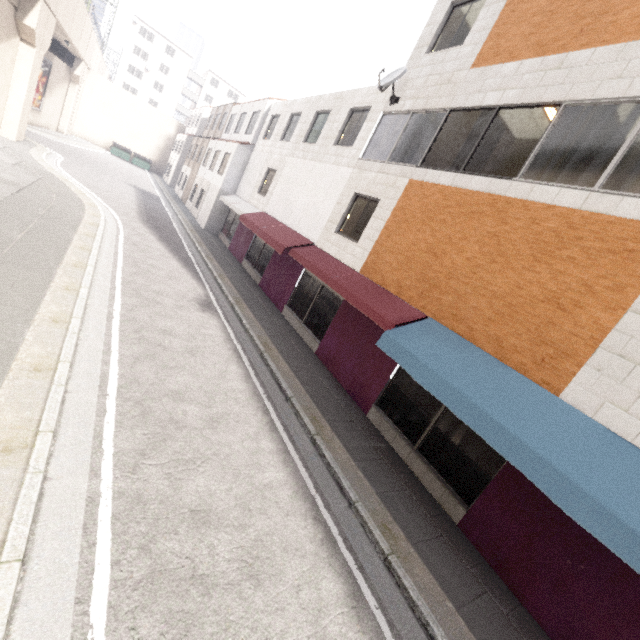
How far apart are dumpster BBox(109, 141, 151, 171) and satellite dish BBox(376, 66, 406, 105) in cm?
3924

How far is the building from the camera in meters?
53.2

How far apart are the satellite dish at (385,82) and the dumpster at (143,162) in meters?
39.2 m

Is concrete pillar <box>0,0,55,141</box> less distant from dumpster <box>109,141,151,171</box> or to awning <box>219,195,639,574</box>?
awning <box>219,195,639,574</box>

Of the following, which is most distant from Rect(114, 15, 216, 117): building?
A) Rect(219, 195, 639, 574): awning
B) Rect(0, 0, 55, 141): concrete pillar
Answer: Rect(219, 195, 639, 574): awning

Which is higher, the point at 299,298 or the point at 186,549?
the point at 299,298

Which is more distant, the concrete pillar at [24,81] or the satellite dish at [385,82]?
the concrete pillar at [24,81]

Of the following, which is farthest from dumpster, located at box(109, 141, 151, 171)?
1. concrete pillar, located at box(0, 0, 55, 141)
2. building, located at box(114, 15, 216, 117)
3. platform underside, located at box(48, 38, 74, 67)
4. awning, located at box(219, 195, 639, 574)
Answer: awning, located at box(219, 195, 639, 574)
